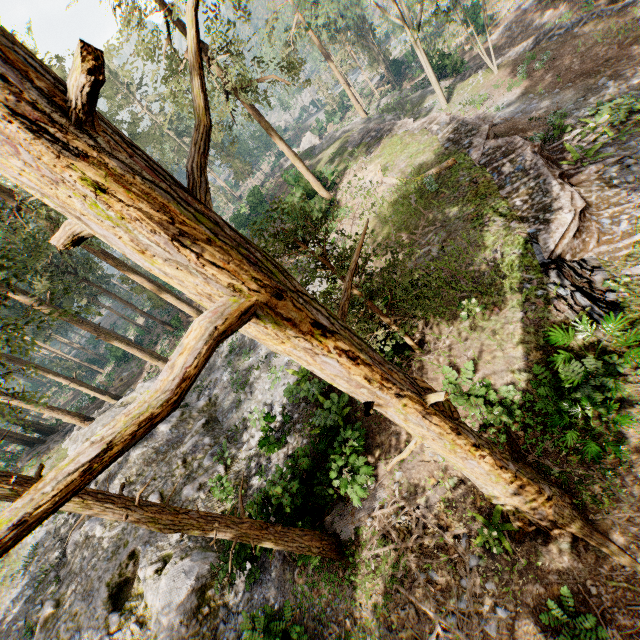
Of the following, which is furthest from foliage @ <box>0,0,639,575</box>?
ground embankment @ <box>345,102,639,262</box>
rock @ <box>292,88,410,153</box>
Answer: ground embankment @ <box>345,102,639,262</box>

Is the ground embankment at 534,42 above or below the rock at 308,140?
below

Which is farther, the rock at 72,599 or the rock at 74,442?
the rock at 74,442

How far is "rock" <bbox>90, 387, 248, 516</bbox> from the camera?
13.6m

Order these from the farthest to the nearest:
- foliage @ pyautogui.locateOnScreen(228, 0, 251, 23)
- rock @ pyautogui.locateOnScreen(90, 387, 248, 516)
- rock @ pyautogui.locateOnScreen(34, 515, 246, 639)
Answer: foliage @ pyautogui.locateOnScreen(228, 0, 251, 23)
rock @ pyautogui.locateOnScreen(90, 387, 248, 516)
rock @ pyautogui.locateOnScreen(34, 515, 246, 639)

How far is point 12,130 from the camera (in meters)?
1.56

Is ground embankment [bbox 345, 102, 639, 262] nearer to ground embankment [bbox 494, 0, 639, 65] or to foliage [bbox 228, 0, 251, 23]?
foliage [bbox 228, 0, 251, 23]
